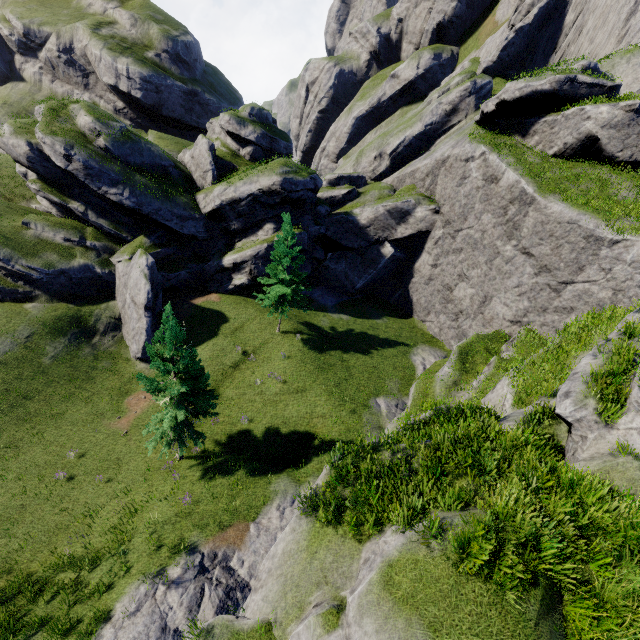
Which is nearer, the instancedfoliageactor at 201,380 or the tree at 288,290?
the instancedfoliageactor at 201,380

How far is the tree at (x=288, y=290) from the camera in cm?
2536

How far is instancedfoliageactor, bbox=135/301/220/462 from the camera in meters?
15.4

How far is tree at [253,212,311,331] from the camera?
25.36m

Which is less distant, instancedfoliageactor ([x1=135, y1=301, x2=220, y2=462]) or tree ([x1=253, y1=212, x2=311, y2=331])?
instancedfoliageactor ([x1=135, y1=301, x2=220, y2=462])

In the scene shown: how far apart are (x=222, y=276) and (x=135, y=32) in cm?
4172
